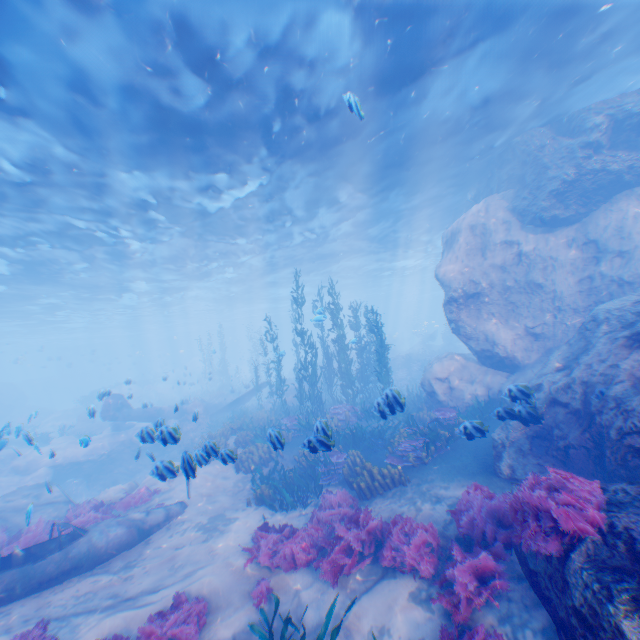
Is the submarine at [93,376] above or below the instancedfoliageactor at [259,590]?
above

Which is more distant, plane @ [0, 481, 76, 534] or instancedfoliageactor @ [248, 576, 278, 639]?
plane @ [0, 481, 76, 534]

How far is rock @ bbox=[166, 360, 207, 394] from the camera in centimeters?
3606cm

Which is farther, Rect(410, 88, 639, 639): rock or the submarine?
the submarine

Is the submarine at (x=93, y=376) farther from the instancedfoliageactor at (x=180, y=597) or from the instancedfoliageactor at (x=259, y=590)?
the instancedfoliageactor at (x=259, y=590)

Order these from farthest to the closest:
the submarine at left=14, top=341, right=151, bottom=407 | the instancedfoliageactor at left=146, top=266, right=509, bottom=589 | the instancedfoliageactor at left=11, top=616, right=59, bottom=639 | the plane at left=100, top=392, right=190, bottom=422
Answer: the submarine at left=14, top=341, right=151, bottom=407 < the plane at left=100, top=392, right=190, bottom=422 < the instancedfoliageactor at left=146, top=266, right=509, bottom=589 < the instancedfoliageactor at left=11, top=616, right=59, bottom=639

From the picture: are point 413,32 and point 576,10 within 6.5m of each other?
yes

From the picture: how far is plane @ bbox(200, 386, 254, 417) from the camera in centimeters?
2353cm
